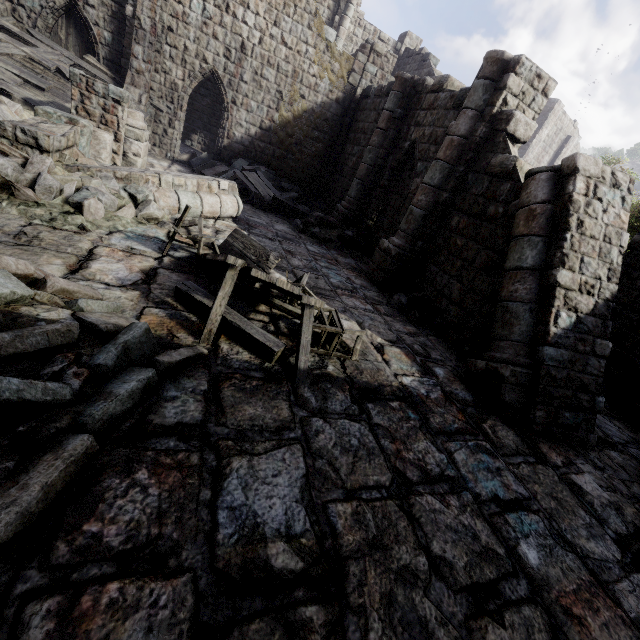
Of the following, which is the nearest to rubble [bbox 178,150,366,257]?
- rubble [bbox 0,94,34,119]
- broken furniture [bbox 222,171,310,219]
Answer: broken furniture [bbox 222,171,310,219]

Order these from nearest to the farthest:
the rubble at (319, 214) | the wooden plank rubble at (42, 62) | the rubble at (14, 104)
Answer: the rubble at (14, 104)
the wooden plank rubble at (42, 62)
the rubble at (319, 214)

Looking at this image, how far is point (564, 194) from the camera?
5.6m

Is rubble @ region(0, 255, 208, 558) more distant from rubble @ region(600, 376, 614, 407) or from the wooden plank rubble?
rubble @ region(600, 376, 614, 407)

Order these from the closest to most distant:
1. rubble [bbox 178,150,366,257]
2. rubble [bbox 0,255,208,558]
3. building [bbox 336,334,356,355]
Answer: rubble [bbox 0,255,208,558]
building [bbox 336,334,356,355]
rubble [bbox 178,150,366,257]

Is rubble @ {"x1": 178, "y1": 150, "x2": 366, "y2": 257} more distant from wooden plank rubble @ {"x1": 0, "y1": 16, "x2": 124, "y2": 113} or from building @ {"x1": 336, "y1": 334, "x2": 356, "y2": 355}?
wooden plank rubble @ {"x1": 0, "y1": 16, "x2": 124, "y2": 113}

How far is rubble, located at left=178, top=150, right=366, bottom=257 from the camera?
12.02m

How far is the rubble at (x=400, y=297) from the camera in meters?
7.9
